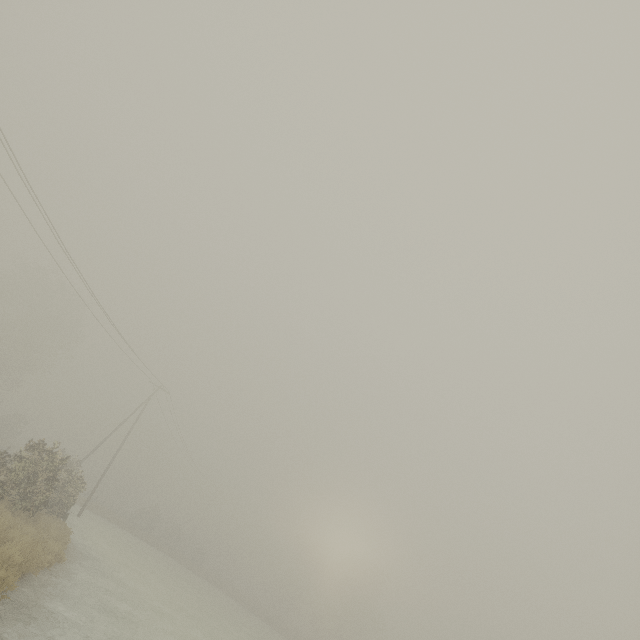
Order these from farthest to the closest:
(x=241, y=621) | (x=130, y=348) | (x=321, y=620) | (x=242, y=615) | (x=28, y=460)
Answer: (x=321, y=620), (x=242, y=615), (x=241, y=621), (x=130, y=348), (x=28, y=460)

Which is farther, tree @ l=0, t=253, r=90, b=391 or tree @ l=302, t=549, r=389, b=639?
tree @ l=302, t=549, r=389, b=639

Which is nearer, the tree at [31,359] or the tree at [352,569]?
the tree at [31,359]
